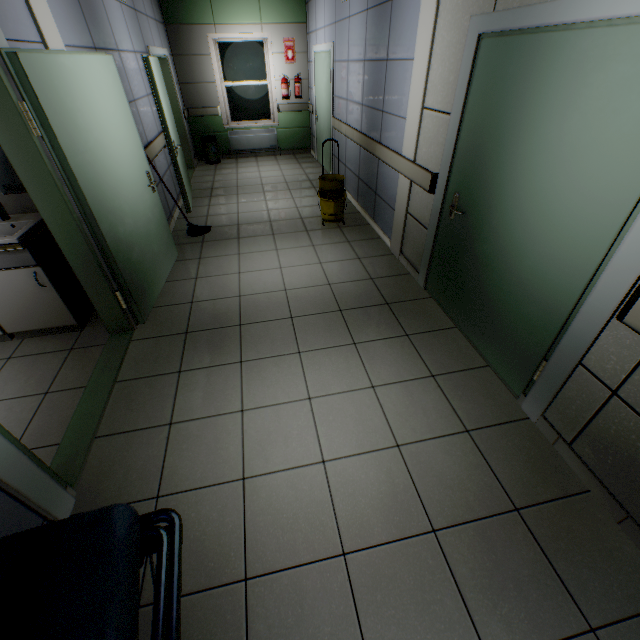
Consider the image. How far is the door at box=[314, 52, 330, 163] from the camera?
6.00m

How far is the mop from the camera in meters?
4.1 m

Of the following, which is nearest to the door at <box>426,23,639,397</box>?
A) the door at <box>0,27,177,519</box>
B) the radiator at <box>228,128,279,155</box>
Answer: the door at <box>0,27,177,519</box>

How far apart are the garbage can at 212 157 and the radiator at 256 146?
0.4 meters

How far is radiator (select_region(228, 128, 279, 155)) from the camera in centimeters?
804cm

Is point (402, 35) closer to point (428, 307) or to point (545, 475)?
point (428, 307)

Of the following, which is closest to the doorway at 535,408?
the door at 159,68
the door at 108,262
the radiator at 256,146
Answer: the door at 108,262

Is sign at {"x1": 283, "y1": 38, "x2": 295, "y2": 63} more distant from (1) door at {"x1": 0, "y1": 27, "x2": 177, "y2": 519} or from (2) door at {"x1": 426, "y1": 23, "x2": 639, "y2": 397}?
(2) door at {"x1": 426, "y1": 23, "x2": 639, "y2": 397}
